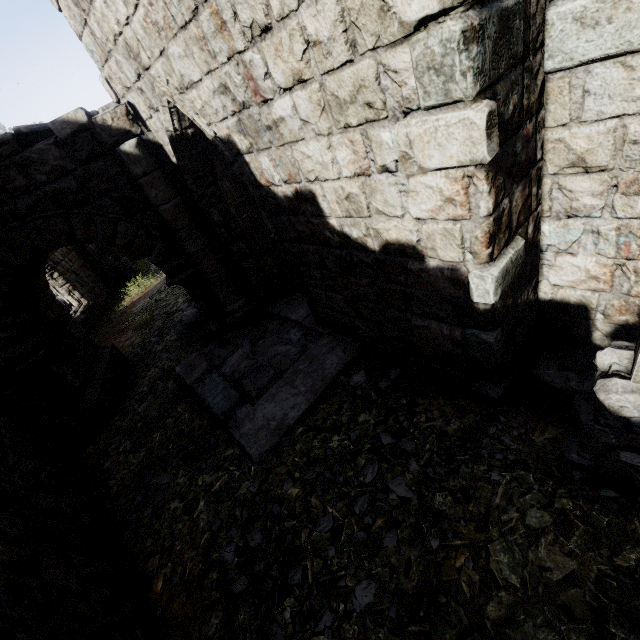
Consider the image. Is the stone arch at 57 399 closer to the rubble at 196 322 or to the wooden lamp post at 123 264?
the rubble at 196 322

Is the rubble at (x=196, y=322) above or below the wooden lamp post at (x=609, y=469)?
below

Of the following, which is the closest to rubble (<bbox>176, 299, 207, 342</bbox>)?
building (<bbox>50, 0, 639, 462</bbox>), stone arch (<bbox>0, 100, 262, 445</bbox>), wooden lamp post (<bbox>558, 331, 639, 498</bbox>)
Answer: stone arch (<bbox>0, 100, 262, 445</bbox>)

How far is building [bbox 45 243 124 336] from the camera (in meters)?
13.00

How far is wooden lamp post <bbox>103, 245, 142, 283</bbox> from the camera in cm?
1635

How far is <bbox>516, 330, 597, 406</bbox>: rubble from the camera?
3.5m

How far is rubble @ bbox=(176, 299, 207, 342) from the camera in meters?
8.2

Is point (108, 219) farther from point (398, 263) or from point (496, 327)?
point (496, 327)
